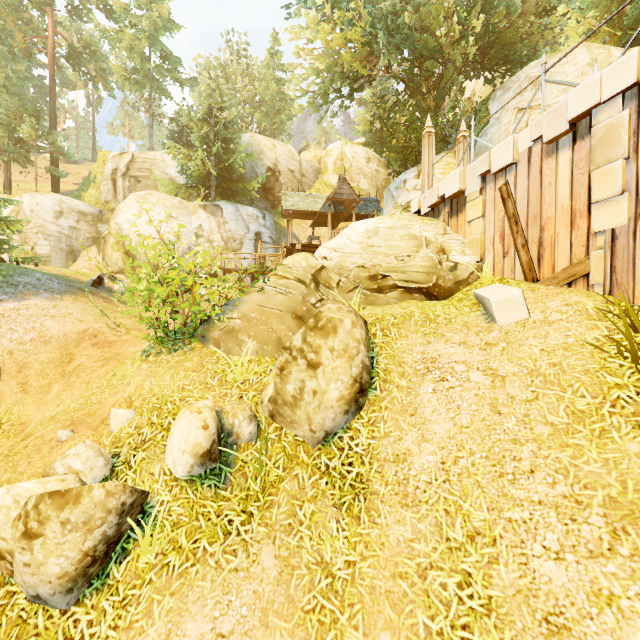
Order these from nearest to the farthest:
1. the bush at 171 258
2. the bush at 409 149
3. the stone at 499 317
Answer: the stone at 499 317
the bush at 171 258
the bush at 409 149

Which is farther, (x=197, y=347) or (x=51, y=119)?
(x=51, y=119)

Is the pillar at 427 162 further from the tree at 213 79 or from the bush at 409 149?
the bush at 409 149

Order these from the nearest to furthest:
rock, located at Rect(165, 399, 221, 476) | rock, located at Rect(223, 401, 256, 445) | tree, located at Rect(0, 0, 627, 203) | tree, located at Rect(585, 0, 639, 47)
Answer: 1. rock, located at Rect(165, 399, 221, 476)
2. rock, located at Rect(223, 401, 256, 445)
3. tree, located at Rect(585, 0, 639, 47)
4. tree, located at Rect(0, 0, 627, 203)

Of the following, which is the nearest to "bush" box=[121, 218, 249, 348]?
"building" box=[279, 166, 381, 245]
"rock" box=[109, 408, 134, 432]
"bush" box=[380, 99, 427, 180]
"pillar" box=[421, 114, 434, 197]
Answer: "rock" box=[109, 408, 134, 432]

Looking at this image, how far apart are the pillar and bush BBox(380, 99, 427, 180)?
8.54m

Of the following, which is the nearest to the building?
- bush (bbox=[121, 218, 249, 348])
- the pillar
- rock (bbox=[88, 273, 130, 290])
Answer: the pillar

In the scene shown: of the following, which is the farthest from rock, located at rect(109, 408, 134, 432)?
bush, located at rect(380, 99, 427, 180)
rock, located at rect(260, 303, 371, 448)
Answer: bush, located at rect(380, 99, 427, 180)
